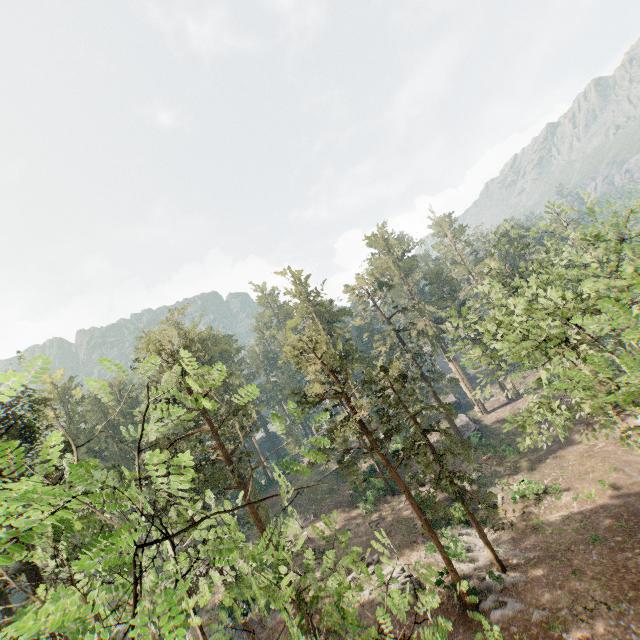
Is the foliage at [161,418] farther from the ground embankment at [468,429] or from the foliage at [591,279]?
the ground embankment at [468,429]

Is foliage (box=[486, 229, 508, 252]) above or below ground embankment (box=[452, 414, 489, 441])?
above

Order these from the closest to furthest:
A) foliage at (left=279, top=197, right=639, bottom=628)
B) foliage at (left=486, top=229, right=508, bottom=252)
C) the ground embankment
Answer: foliage at (left=279, top=197, right=639, bottom=628) → foliage at (left=486, top=229, right=508, bottom=252) → the ground embankment

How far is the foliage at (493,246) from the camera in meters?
30.6

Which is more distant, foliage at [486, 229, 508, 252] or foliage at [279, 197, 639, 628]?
foliage at [486, 229, 508, 252]

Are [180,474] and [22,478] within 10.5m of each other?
yes

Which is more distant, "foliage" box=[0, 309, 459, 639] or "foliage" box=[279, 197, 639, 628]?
"foliage" box=[279, 197, 639, 628]

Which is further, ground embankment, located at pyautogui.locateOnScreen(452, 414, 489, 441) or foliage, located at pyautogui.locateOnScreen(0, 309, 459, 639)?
ground embankment, located at pyautogui.locateOnScreen(452, 414, 489, 441)
